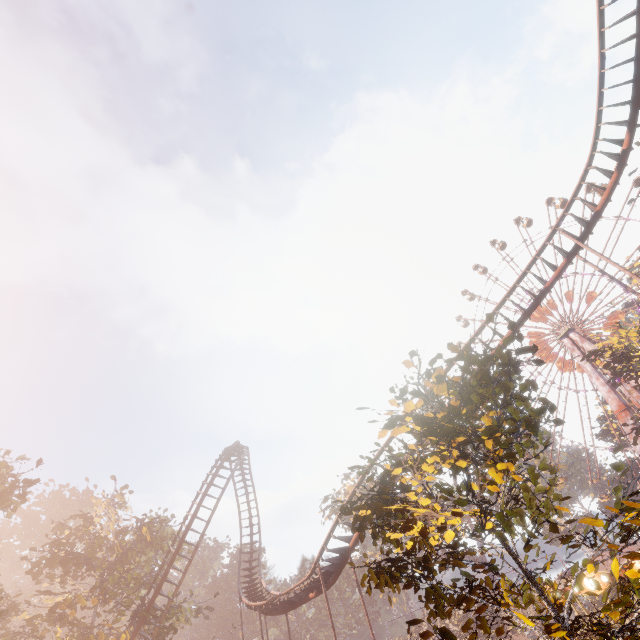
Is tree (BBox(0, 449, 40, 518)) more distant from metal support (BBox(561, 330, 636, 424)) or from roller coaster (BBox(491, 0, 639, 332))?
metal support (BBox(561, 330, 636, 424))

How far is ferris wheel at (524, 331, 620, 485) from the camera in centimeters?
4472cm

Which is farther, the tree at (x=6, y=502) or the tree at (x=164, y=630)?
the tree at (x=164, y=630)

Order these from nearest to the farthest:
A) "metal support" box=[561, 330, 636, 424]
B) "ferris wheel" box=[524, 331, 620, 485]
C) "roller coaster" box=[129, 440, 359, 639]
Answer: "roller coaster" box=[129, 440, 359, 639] → "metal support" box=[561, 330, 636, 424] → "ferris wheel" box=[524, 331, 620, 485]

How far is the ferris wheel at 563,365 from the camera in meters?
44.7 m

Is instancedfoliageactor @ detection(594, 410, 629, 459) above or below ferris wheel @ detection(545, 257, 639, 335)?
below

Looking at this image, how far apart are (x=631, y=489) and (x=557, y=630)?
79.2 meters

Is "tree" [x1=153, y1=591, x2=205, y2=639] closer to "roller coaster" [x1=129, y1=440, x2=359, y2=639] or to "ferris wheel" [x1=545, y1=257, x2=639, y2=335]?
"roller coaster" [x1=129, y1=440, x2=359, y2=639]
